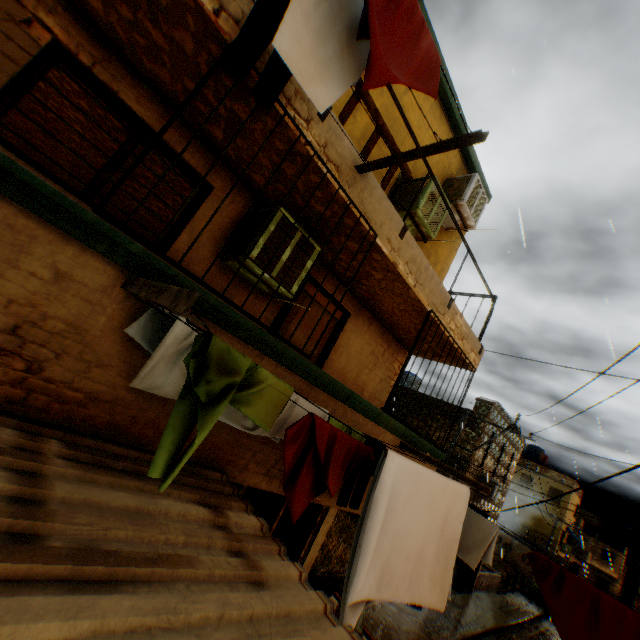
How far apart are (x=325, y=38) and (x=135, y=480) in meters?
2.8

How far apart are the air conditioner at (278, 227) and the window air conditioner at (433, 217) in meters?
2.1 m

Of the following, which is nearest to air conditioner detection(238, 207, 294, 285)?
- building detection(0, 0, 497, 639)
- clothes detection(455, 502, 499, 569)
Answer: building detection(0, 0, 497, 639)

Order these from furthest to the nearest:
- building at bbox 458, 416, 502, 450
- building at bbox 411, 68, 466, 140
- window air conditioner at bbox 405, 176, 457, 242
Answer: building at bbox 458, 416, 502, 450 → building at bbox 411, 68, 466, 140 → window air conditioner at bbox 405, 176, 457, 242

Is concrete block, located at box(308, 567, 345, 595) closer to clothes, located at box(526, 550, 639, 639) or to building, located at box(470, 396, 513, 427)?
building, located at box(470, 396, 513, 427)

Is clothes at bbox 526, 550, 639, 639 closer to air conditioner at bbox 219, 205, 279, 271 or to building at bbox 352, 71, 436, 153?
building at bbox 352, 71, 436, 153

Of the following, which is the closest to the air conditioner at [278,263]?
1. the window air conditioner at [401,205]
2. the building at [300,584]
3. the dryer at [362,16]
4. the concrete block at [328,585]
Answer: the building at [300,584]

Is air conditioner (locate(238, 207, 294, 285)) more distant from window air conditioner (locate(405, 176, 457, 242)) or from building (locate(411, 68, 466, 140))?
window air conditioner (locate(405, 176, 457, 242))
